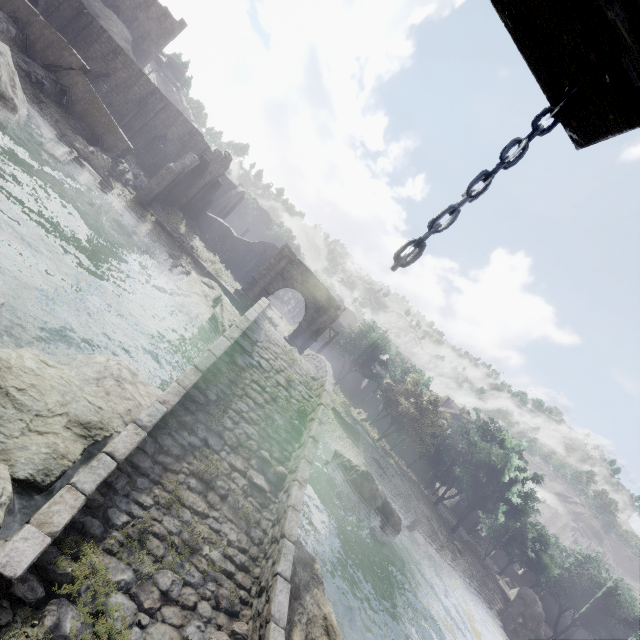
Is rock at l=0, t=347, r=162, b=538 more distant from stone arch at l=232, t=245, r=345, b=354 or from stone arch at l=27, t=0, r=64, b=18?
stone arch at l=27, t=0, r=64, b=18

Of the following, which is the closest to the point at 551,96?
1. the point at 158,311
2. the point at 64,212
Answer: the point at 158,311

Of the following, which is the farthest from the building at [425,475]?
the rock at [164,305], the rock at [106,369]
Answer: the rock at [164,305]

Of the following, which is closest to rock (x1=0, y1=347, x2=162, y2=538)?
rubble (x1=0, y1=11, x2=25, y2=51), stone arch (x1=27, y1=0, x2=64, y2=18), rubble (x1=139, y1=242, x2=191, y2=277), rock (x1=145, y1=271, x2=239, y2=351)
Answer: rock (x1=145, y1=271, x2=239, y2=351)

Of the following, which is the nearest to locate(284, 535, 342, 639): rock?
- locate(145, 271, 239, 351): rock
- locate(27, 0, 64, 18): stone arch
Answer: locate(145, 271, 239, 351): rock

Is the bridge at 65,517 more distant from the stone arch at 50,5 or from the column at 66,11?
the column at 66,11

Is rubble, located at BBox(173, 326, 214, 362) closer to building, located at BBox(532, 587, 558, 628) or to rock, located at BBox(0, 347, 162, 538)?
rock, located at BBox(0, 347, 162, 538)

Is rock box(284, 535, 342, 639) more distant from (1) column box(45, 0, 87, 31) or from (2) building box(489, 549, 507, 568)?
(1) column box(45, 0, 87, 31)
